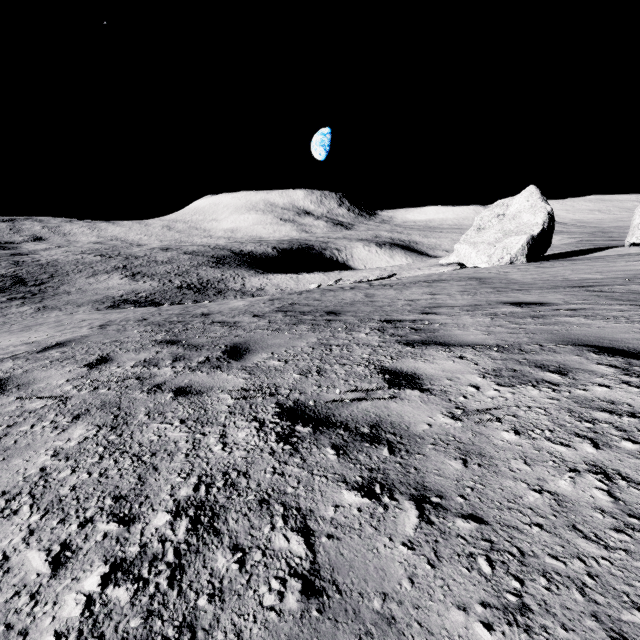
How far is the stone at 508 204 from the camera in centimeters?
2194cm

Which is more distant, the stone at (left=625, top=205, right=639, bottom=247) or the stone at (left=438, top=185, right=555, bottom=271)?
the stone at (left=625, top=205, right=639, bottom=247)

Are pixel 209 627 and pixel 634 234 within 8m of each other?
no

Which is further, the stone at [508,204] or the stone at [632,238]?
the stone at [632,238]

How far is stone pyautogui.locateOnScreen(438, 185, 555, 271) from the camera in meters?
21.9
